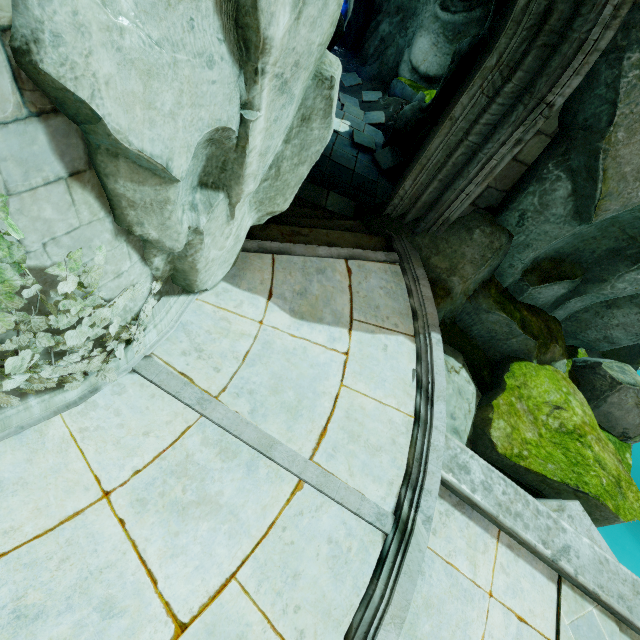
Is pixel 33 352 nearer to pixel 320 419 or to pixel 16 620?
pixel 16 620

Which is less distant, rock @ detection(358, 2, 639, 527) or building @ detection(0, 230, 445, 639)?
building @ detection(0, 230, 445, 639)

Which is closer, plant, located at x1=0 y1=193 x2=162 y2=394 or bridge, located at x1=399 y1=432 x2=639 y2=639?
plant, located at x1=0 y1=193 x2=162 y2=394

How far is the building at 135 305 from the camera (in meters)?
3.48

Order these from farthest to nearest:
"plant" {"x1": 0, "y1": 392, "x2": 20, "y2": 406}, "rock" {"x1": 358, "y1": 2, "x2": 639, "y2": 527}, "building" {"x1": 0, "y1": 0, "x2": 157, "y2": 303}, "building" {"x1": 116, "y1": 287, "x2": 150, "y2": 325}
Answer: "rock" {"x1": 358, "y1": 2, "x2": 639, "y2": 527} → "building" {"x1": 116, "y1": 287, "x2": 150, "y2": 325} → "plant" {"x1": 0, "y1": 392, "x2": 20, "y2": 406} → "building" {"x1": 0, "y1": 0, "x2": 157, "y2": 303}

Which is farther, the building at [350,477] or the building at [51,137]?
the building at [350,477]

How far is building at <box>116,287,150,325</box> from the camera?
3.5 meters

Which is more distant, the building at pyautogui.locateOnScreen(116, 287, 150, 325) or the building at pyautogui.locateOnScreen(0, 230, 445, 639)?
the building at pyautogui.locateOnScreen(116, 287, 150, 325)
